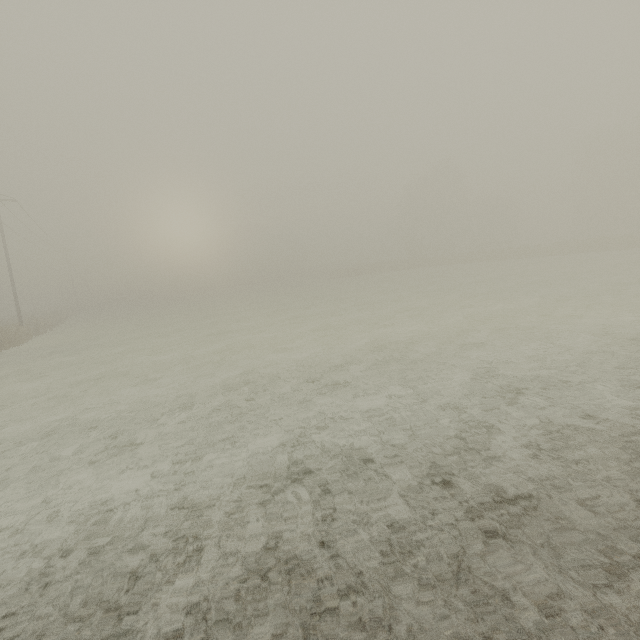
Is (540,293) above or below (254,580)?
below
